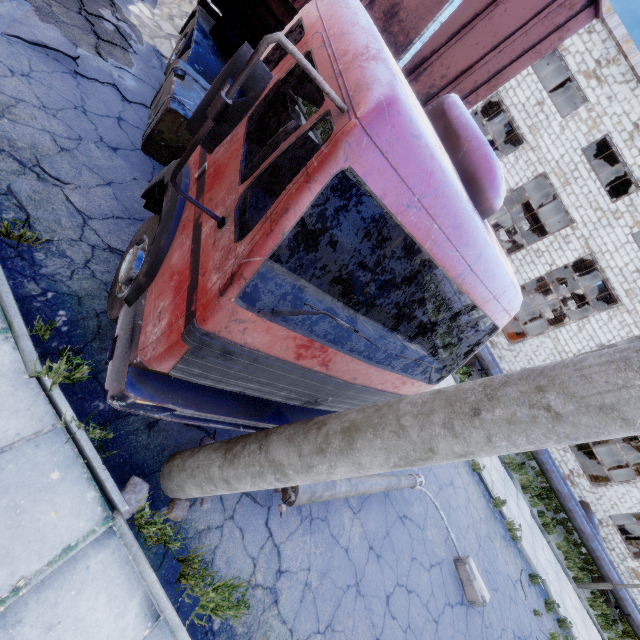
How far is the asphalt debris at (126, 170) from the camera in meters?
4.3

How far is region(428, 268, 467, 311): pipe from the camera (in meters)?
14.53

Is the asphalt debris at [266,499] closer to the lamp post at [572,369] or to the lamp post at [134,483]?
the lamp post at [572,369]

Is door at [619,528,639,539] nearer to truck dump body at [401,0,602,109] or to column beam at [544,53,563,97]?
column beam at [544,53,563,97]

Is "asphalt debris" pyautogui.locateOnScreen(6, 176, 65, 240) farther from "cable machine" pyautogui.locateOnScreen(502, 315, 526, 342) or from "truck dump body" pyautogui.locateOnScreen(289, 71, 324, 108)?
"cable machine" pyautogui.locateOnScreen(502, 315, 526, 342)

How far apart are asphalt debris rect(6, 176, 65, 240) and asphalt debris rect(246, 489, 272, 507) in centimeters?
170cm

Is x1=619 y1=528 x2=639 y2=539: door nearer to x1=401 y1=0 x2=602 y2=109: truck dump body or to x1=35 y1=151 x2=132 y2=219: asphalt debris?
x1=401 y1=0 x2=602 y2=109: truck dump body

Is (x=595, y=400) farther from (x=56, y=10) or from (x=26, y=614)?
→ (x=56, y=10)
